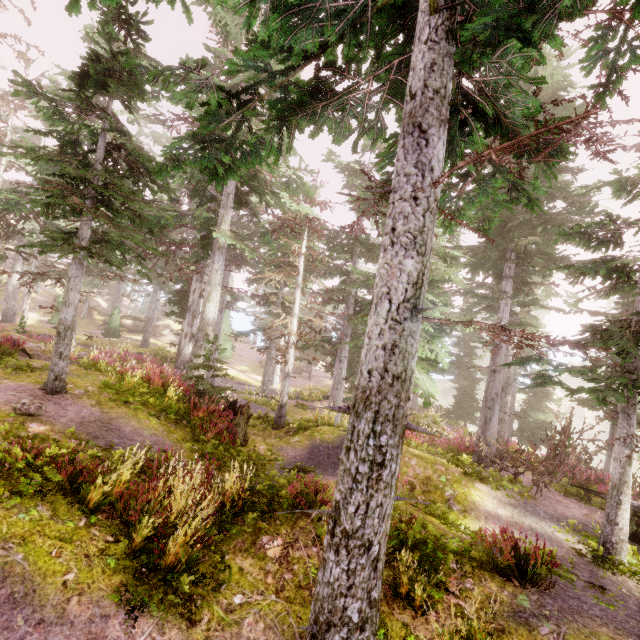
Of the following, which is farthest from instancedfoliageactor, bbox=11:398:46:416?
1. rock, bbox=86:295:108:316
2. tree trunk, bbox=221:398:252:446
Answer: tree trunk, bbox=221:398:252:446

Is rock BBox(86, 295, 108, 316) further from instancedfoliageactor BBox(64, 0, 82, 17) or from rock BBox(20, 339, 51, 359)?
rock BBox(20, 339, 51, 359)

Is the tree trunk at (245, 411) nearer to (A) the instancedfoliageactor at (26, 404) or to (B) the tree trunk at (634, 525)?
(A) the instancedfoliageactor at (26, 404)

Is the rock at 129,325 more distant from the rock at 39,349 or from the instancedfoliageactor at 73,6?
the rock at 39,349

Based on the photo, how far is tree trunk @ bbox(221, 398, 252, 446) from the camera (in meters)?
10.59

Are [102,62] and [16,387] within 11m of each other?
yes

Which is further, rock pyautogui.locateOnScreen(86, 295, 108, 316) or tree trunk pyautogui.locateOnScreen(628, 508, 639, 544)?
rock pyautogui.locateOnScreen(86, 295, 108, 316)

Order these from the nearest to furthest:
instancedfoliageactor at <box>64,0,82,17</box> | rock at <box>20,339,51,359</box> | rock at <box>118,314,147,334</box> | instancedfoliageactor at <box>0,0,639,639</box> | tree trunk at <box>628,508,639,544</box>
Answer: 1. instancedfoliageactor at <box>0,0,639,639</box>
2. instancedfoliageactor at <box>64,0,82,17</box>
3. tree trunk at <box>628,508,639,544</box>
4. rock at <box>20,339,51,359</box>
5. rock at <box>118,314,147,334</box>
